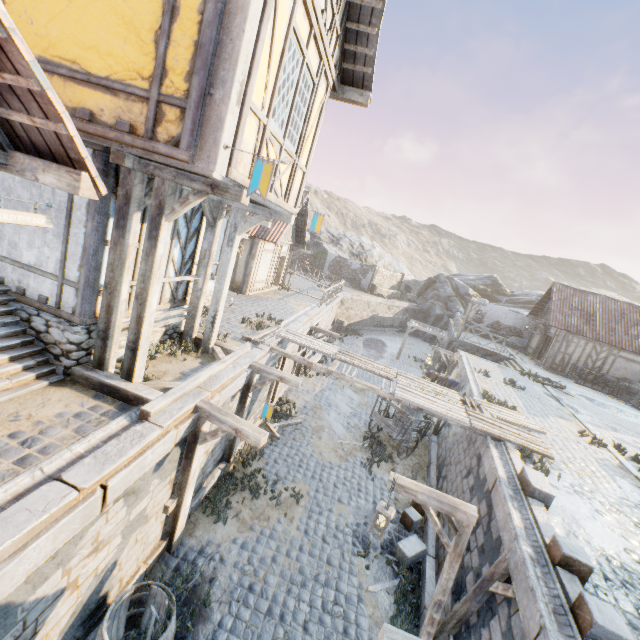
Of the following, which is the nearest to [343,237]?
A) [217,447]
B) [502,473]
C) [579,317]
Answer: [579,317]

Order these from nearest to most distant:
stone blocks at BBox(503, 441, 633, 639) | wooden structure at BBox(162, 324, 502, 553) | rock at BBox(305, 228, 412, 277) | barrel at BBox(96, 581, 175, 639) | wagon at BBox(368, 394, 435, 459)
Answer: stone blocks at BBox(503, 441, 633, 639)
barrel at BBox(96, 581, 175, 639)
wooden structure at BBox(162, 324, 502, 553)
wagon at BBox(368, 394, 435, 459)
rock at BBox(305, 228, 412, 277)

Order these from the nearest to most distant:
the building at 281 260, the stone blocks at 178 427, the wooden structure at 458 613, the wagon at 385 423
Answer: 1. the stone blocks at 178 427
2. the wooden structure at 458 613
3. the wagon at 385 423
4. the building at 281 260

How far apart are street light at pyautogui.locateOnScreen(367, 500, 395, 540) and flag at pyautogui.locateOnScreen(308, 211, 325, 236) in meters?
5.5

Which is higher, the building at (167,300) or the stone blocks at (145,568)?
the building at (167,300)

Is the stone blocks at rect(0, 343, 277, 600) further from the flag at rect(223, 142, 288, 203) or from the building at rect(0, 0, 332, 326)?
the flag at rect(223, 142, 288, 203)

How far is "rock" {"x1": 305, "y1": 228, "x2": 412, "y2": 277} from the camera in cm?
4087
